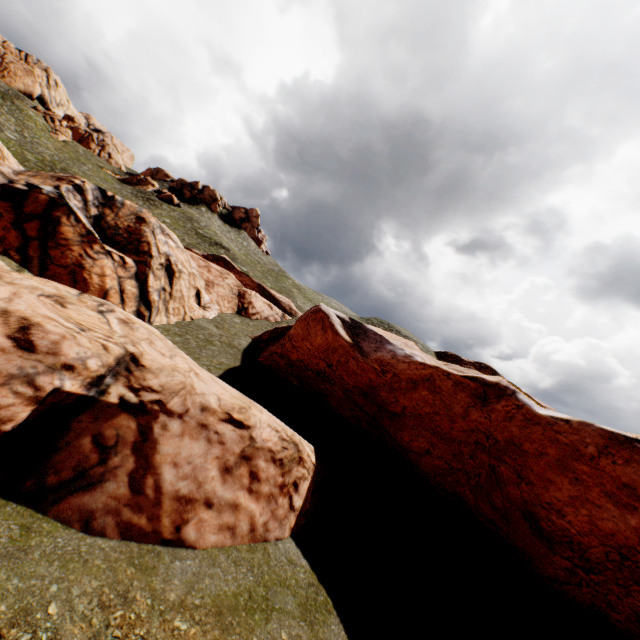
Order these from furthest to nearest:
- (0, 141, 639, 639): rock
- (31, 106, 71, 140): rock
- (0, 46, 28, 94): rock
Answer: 1. (0, 46, 28, 94): rock
2. (31, 106, 71, 140): rock
3. (0, 141, 639, 639): rock

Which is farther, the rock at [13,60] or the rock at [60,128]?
the rock at [13,60]

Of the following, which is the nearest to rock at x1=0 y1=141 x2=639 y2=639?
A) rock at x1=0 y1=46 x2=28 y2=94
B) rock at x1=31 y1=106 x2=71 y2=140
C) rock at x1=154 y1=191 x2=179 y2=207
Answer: rock at x1=154 y1=191 x2=179 y2=207

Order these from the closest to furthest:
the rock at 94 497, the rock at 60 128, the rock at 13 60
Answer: the rock at 94 497
the rock at 60 128
the rock at 13 60

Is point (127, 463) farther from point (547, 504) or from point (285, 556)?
point (547, 504)

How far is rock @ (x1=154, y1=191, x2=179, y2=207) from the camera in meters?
57.2

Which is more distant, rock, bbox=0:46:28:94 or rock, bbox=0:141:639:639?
rock, bbox=0:46:28:94
